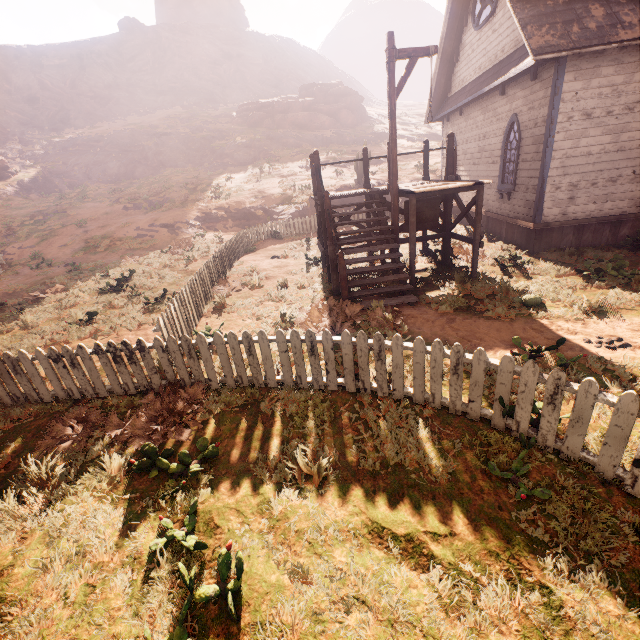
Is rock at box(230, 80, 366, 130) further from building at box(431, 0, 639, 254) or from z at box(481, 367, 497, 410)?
building at box(431, 0, 639, 254)

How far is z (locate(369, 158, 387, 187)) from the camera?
22.24m

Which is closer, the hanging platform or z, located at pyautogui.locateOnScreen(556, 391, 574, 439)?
z, located at pyautogui.locateOnScreen(556, 391, 574, 439)

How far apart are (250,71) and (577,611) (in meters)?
74.14

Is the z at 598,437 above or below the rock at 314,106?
below

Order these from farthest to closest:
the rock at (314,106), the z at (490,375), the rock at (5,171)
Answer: the rock at (314,106), the rock at (5,171), the z at (490,375)

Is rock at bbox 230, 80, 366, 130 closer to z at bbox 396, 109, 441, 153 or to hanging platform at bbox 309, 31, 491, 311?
z at bbox 396, 109, 441, 153

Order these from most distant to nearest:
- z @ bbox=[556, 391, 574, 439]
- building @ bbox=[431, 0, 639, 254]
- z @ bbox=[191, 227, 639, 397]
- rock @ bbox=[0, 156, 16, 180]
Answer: rock @ bbox=[0, 156, 16, 180]
building @ bbox=[431, 0, 639, 254]
z @ bbox=[191, 227, 639, 397]
z @ bbox=[556, 391, 574, 439]
